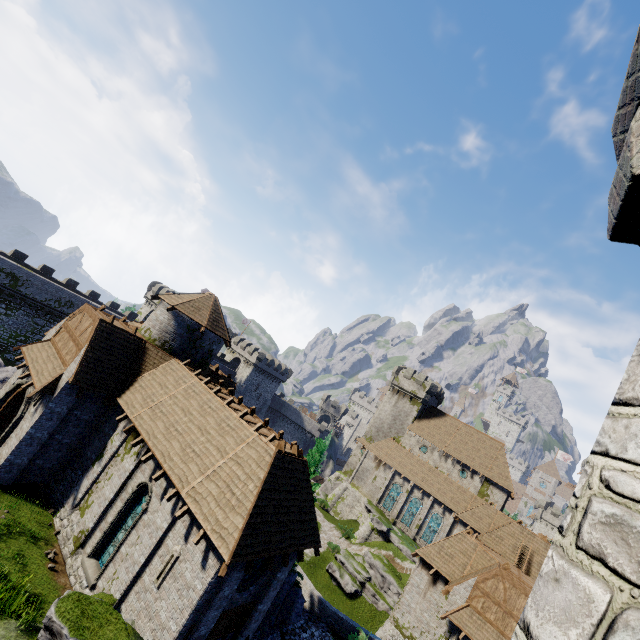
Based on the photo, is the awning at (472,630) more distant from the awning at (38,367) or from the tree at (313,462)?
the awning at (38,367)

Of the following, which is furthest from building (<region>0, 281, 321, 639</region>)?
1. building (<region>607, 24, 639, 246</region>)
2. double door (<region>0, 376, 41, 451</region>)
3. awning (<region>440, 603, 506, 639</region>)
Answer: awning (<region>440, 603, 506, 639</region>)

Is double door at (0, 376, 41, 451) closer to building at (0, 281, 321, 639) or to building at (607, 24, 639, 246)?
building at (0, 281, 321, 639)

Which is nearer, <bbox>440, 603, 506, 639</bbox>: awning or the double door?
the double door

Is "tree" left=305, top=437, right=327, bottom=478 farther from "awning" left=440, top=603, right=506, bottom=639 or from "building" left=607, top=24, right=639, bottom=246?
"building" left=607, top=24, right=639, bottom=246

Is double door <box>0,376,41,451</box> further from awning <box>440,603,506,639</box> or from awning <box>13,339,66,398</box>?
awning <box>440,603,506,639</box>

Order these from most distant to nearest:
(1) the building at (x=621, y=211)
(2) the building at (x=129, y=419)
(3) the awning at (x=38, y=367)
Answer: (3) the awning at (x=38, y=367)
(2) the building at (x=129, y=419)
(1) the building at (x=621, y=211)

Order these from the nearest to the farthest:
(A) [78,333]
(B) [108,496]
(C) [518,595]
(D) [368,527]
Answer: (B) [108,496] → (A) [78,333] → (C) [518,595] → (D) [368,527]
